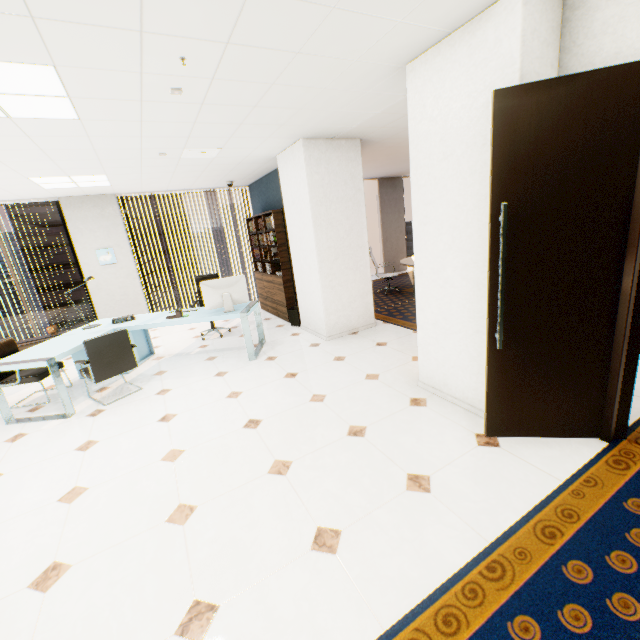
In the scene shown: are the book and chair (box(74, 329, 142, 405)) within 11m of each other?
yes

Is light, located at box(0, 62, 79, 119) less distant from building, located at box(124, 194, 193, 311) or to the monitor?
the monitor

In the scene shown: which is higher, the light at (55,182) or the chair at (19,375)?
the light at (55,182)

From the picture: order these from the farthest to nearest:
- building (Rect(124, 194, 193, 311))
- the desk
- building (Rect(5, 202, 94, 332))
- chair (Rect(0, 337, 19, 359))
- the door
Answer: building (Rect(124, 194, 193, 311)) → building (Rect(5, 202, 94, 332)) → chair (Rect(0, 337, 19, 359)) → the desk → the door

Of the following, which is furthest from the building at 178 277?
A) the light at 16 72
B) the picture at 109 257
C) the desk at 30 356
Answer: the light at 16 72

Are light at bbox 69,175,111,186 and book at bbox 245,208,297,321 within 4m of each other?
yes

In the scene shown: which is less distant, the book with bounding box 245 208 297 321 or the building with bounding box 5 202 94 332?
the book with bounding box 245 208 297 321

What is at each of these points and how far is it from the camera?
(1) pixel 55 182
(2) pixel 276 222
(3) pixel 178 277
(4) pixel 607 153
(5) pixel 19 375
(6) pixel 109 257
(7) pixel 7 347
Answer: (1) light, 5.1m
(2) book, 6.0m
(3) building, 59.6m
(4) door, 1.9m
(5) chair, 4.1m
(6) picture, 6.9m
(7) chair, 4.3m
